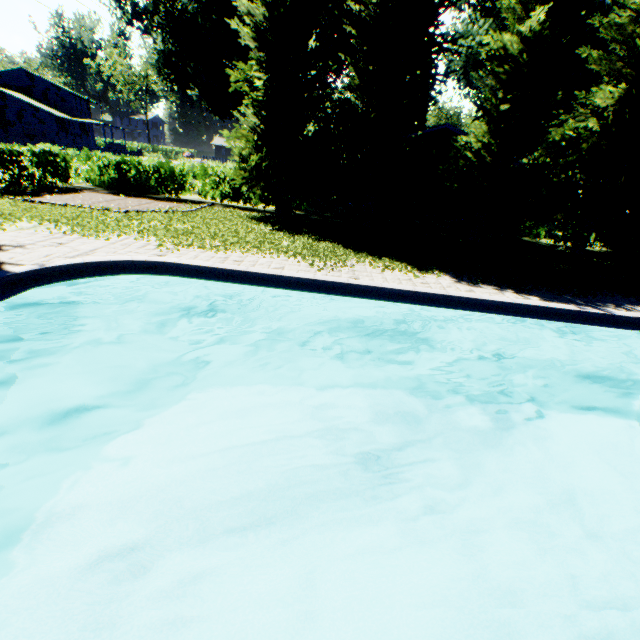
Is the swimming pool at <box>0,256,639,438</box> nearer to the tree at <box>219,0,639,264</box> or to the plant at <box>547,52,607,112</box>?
the plant at <box>547,52,607,112</box>

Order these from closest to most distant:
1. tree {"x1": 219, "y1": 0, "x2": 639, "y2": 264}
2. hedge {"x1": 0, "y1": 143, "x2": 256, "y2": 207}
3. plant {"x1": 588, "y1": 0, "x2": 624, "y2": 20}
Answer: tree {"x1": 219, "y1": 0, "x2": 639, "y2": 264} < hedge {"x1": 0, "y1": 143, "x2": 256, "y2": 207} < plant {"x1": 588, "y1": 0, "x2": 624, "y2": 20}

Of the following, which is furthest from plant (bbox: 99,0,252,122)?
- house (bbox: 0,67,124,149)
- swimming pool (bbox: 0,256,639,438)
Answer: swimming pool (bbox: 0,256,639,438)

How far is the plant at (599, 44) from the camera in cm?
1666

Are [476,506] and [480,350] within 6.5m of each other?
yes

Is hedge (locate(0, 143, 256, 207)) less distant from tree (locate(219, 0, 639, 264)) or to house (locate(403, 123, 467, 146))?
tree (locate(219, 0, 639, 264))

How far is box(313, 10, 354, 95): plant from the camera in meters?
26.7
